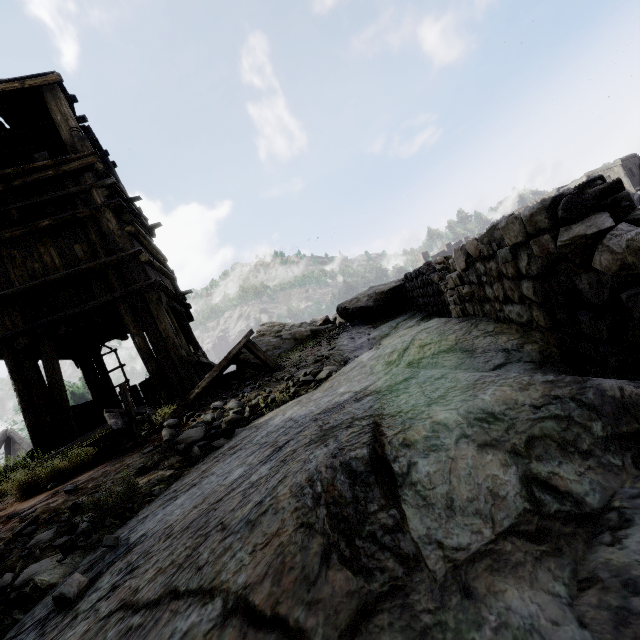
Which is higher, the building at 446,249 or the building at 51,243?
the building at 446,249

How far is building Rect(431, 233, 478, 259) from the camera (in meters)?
45.59

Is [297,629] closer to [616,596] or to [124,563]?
[616,596]

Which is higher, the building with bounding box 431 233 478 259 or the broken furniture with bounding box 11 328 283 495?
the building with bounding box 431 233 478 259

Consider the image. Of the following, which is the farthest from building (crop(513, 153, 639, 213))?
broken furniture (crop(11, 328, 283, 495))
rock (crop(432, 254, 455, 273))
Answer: broken furniture (crop(11, 328, 283, 495))

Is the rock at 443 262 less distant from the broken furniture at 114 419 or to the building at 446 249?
the building at 446 249

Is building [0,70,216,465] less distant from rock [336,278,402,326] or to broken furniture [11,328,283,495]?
rock [336,278,402,326]

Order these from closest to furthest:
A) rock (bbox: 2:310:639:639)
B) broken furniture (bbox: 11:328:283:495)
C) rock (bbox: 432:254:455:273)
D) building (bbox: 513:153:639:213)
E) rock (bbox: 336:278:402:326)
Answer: rock (bbox: 2:310:639:639), broken furniture (bbox: 11:328:283:495), rock (bbox: 336:278:402:326), rock (bbox: 432:254:455:273), building (bbox: 513:153:639:213)
